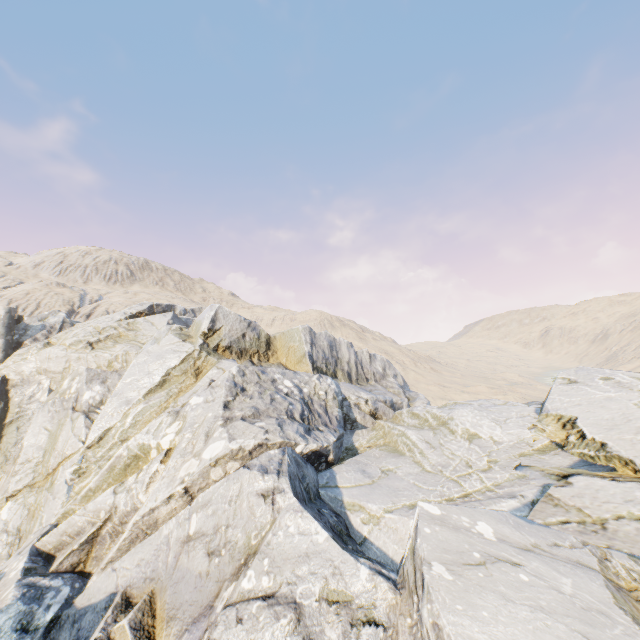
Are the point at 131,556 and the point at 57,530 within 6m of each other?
yes

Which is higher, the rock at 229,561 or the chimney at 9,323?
the chimney at 9,323

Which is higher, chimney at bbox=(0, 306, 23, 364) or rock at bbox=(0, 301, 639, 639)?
chimney at bbox=(0, 306, 23, 364)

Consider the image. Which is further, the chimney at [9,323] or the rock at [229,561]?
the chimney at [9,323]

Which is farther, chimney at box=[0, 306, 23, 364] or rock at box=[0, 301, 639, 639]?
chimney at box=[0, 306, 23, 364]
